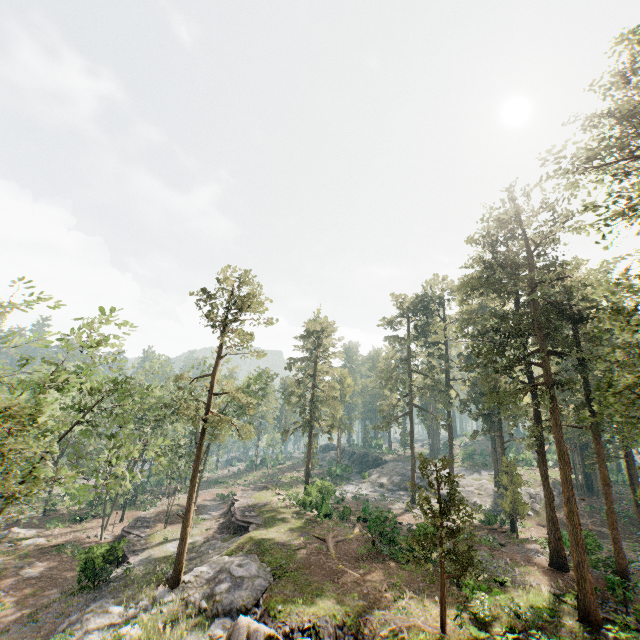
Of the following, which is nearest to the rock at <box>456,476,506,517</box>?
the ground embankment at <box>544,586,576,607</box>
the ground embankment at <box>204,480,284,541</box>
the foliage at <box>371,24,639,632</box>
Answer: the foliage at <box>371,24,639,632</box>

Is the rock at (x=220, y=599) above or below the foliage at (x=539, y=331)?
below

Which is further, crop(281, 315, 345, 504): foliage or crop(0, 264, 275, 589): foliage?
crop(281, 315, 345, 504): foliage

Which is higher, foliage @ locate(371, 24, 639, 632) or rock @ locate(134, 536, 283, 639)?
foliage @ locate(371, 24, 639, 632)

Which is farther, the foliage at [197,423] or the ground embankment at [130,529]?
the ground embankment at [130,529]

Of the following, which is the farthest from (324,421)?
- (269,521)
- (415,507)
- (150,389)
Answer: (150,389)

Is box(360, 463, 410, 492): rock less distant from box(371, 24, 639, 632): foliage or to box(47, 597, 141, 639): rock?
box(371, 24, 639, 632): foliage

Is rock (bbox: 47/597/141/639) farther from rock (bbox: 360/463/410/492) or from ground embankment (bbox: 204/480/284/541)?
rock (bbox: 360/463/410/492)
